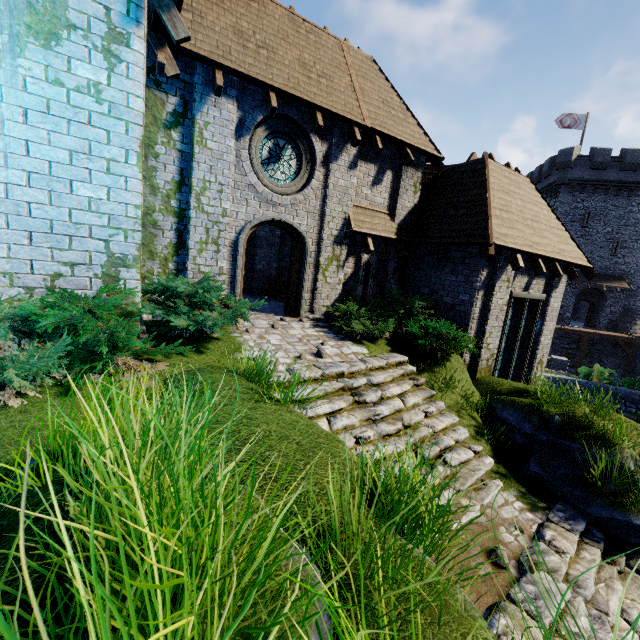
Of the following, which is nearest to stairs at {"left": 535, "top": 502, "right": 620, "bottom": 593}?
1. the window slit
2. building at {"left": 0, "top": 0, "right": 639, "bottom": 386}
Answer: building at {"left": 0, "top": 0, "right": 639, "bottom": 386}

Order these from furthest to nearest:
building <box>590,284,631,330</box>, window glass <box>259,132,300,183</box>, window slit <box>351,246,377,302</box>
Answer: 1. building <box>590,284,631,330</box>
2. window slit <box>351,246,377,302</box>
3. window glass <box>259,132,300,183</box>

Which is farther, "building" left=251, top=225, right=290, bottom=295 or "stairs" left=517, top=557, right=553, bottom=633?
"building" left=251, top=225, right=290, bottom=295

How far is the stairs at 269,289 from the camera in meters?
13.6

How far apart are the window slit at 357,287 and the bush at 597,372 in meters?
13.5 m

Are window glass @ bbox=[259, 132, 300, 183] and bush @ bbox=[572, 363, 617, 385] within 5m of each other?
no

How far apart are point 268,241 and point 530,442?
12.07m

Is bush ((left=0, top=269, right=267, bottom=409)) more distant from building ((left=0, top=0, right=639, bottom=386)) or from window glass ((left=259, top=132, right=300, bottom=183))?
window glass ((left=259, top=132, right=300, bottom=183))
